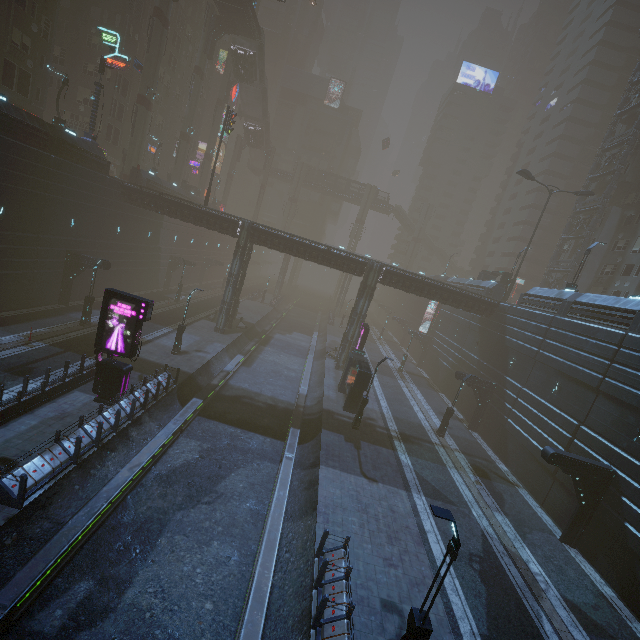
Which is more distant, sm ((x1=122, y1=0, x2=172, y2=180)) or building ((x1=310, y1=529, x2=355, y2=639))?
sm ((x1=122, y1=0, x2=172, y2=180))

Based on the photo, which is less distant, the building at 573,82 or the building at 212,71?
the building at 573,82

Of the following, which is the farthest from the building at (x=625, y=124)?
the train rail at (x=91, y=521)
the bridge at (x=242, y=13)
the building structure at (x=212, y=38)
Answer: the building structure at (x=212, y=38)

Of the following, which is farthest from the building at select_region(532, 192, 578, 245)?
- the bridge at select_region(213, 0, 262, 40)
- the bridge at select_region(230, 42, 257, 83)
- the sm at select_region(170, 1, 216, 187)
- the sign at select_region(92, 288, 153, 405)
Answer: the bridge at select_region(230, 42, 257, 83)

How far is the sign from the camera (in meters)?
16.08

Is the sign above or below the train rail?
above

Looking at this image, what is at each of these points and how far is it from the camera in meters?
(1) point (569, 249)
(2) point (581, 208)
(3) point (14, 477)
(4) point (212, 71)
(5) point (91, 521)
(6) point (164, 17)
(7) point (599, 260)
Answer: (1) building, 45.3 m
(2) building structure, 41.9 m
(3) building, 10.8 m
(4) building, 59.4 m
(5) train rail, 11.2 m
(6) sm, 36.3 m
(7) building, 39.3 m

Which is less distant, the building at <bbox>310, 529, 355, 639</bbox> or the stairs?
the building at <bbox>310, 529, 355, 639</bbox>
